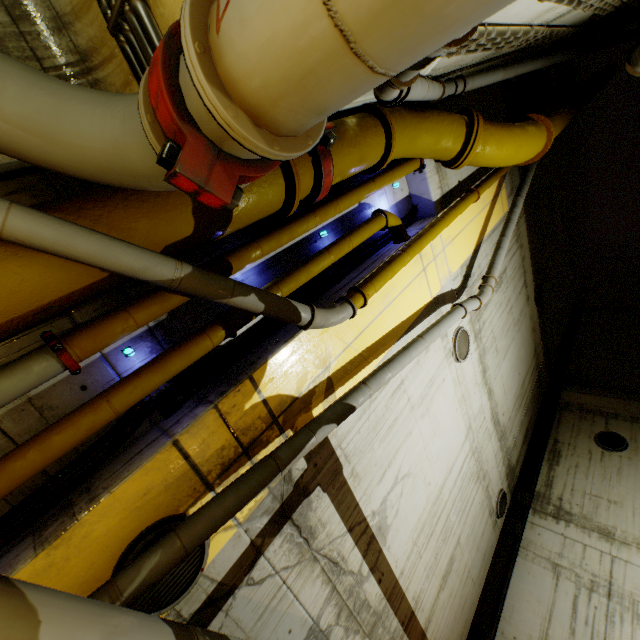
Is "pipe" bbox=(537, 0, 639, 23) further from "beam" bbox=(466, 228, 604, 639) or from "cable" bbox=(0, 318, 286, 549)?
"beam" bbox=(466, 228, 604, 639)

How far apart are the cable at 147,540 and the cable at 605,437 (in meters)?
12.97

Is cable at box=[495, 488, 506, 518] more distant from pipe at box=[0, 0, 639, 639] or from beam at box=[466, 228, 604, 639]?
pipe at box=[0, 0, 639, 639]

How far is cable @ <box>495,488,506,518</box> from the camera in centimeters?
911cm

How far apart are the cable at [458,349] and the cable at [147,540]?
5.69m

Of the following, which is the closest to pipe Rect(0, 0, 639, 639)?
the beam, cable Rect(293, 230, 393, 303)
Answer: cable Rect(293, 230, 393, 303)

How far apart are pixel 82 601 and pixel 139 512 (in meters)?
1.12
